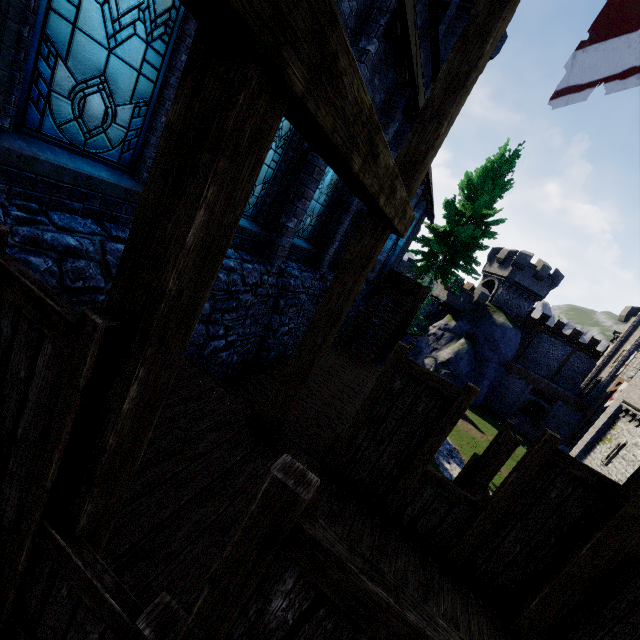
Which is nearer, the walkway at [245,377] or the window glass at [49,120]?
the window glass at [49,120]

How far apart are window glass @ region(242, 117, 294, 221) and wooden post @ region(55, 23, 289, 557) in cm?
467

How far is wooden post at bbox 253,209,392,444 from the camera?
3.9m

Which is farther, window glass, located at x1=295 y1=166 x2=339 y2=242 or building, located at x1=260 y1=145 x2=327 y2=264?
window glass, located at x1=295 y1=166 x2=339 y2=242

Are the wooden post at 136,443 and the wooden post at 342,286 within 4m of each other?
yes

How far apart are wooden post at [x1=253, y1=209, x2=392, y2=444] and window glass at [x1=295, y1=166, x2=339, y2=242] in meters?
4.8 m

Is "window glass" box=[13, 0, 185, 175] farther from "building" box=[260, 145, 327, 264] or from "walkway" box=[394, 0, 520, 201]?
"walkway" box=[394, 0, 520, 201]

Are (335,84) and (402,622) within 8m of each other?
yes
